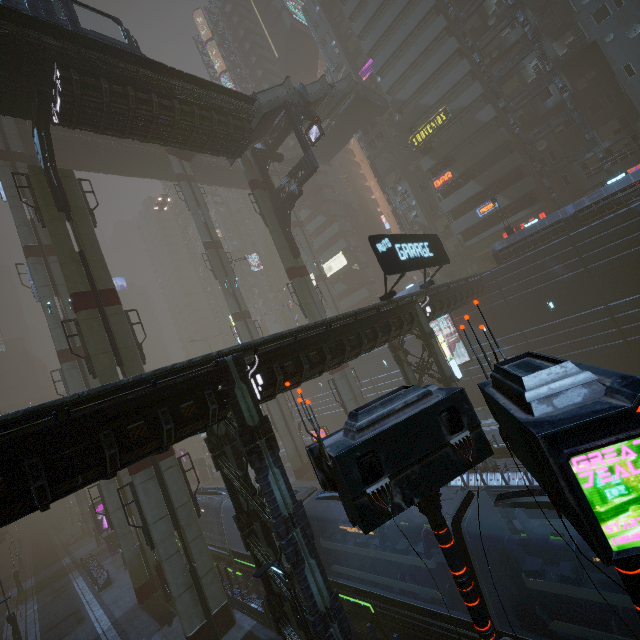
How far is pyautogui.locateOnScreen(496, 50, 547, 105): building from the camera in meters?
33.6

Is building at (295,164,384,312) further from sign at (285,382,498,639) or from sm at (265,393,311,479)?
sign at (285,382,498,639)

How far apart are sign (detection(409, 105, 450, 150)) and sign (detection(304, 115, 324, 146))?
19.98m

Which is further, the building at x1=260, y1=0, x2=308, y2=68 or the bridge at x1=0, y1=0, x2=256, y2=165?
the building at x1=260, y1=0, x2=308, y2=68

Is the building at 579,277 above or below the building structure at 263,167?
below

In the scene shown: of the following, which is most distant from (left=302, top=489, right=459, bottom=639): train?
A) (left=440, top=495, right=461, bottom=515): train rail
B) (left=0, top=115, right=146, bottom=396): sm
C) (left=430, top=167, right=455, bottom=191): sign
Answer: (left=430, top=167, right=455, bottom=191): sign

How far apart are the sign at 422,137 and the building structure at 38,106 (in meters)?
36.48

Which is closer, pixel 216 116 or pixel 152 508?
pixel 152 508
